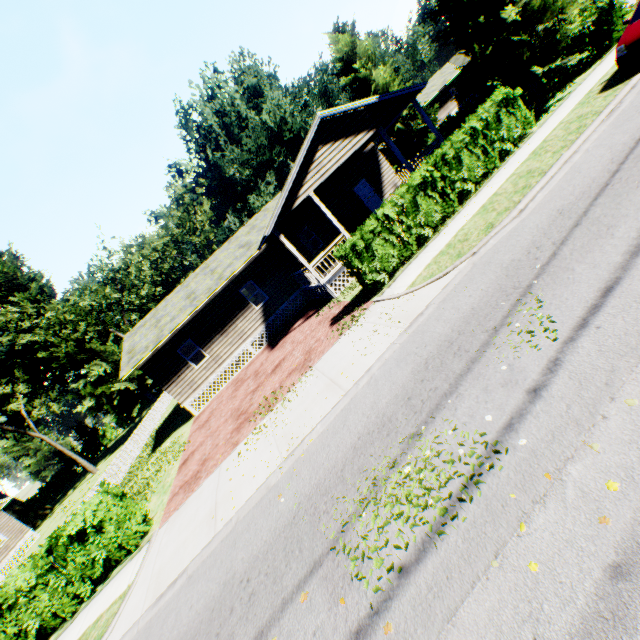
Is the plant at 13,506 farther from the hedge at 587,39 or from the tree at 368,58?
the hedge at 587,39

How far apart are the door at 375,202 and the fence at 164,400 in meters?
23.7 m

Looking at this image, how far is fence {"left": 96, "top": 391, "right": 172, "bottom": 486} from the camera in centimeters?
2026cm

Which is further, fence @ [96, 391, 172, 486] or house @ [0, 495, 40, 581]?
house @ [0, 495, 40, 581]

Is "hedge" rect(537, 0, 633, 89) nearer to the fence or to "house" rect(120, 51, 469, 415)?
"house" rect(120, 51, 469, 415)

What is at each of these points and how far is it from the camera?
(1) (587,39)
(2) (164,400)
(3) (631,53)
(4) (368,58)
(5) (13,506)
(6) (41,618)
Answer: (1) hedge, 13.93m
(2) fence, 35.62m
(3) car, 9.22m
(4) tree, 22.84m
(5) plant, 40.53m
(6) hedge, 9.12m

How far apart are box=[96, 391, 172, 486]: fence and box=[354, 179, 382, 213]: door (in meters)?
23.66

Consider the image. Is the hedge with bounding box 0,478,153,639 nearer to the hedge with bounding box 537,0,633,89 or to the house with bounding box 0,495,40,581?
the house with bounding box 0,495,40,581
